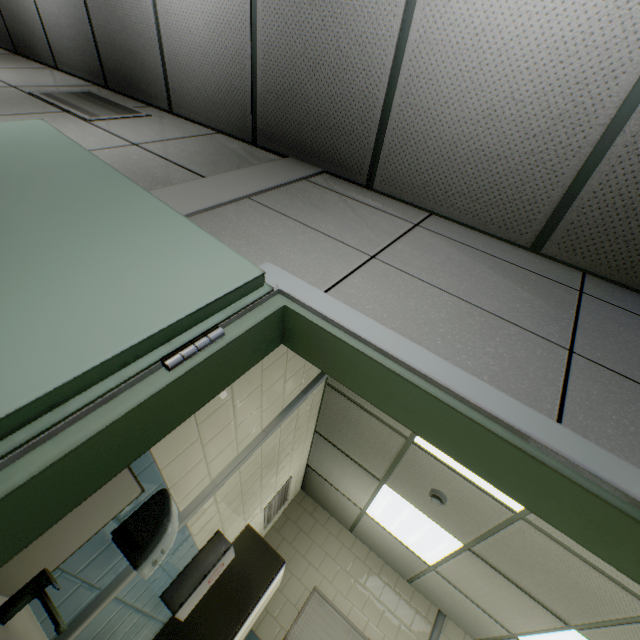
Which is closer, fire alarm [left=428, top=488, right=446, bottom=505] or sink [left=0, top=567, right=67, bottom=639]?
sink [left=0, top=567, right=67, bottom=639]

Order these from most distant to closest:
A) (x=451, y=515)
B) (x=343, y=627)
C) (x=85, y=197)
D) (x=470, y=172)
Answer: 1. (x=343, y=627)
2. (x=451, y=515)
3. (x=470, y=172)
4. (x=85, y=197)

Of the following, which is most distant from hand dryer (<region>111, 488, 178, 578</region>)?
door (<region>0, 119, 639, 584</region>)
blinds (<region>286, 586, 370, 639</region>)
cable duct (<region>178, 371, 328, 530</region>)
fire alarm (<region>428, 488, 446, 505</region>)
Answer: blinds (<region>286, 586, 370, 639</region>)

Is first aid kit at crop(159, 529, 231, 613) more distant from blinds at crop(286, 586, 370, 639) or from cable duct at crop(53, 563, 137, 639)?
blinds at crop(286, 586, 370, 639)

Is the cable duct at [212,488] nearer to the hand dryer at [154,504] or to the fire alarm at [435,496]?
the hand dryer at [154,504]

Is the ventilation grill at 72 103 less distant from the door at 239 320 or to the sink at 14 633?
the door at 239 320

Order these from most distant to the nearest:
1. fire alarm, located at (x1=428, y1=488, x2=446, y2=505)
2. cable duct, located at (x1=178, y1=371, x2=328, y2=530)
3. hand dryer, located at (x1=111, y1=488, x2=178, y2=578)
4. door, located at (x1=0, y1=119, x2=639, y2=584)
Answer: fire alarm, located at (x1=428, y1=488, x2=446, y2=505)
cable duct, located at (x1=178, y1=371, x2=328, y2=530)
hand dryer, located at (x1=111, y1=488, x2=178, y2=578)
door, located at (x1=0, y1=119, x2=639, y2=584)

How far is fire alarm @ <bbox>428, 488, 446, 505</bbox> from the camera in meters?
3.1
